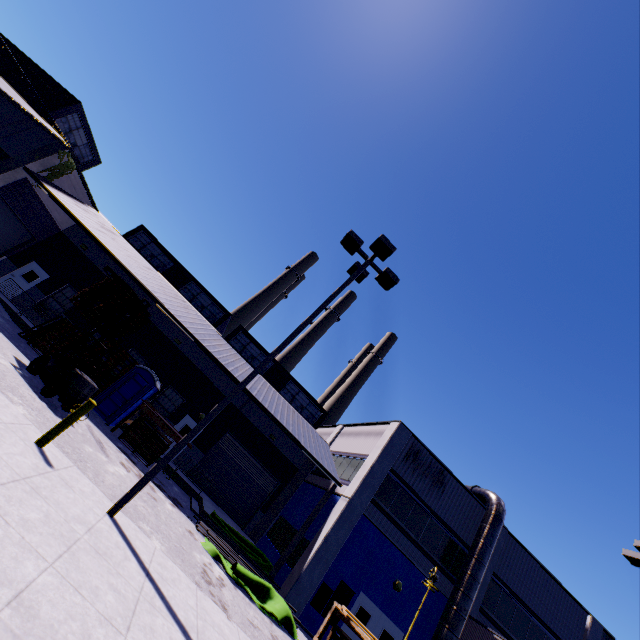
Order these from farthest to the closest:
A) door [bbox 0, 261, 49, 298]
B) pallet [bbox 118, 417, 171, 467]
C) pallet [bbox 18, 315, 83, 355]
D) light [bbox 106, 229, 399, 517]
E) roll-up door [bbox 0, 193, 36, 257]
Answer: door [bbox 0, 261, 49, 298], roll-up door [bbox 0, 193, 36, 257], pallet [bbox 18, 315, 83, 355], pallet [bbox 118, 417, 171, 467], light [bbox 106, 229, 399, 517]

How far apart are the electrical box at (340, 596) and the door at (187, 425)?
11.3 meters

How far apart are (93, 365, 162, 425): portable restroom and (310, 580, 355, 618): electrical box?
12.02m

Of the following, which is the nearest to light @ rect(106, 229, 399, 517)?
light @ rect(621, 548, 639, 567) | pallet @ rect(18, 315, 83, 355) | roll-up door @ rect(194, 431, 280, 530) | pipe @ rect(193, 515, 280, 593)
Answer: pipe @ rect(193, 515, 280, 593)

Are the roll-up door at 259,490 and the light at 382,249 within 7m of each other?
no

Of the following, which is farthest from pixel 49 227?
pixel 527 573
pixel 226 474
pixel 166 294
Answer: pixel 527 573

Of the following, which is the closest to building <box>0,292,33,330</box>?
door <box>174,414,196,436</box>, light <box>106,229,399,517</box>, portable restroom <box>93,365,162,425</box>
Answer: door <box>174,414,196,436</box>

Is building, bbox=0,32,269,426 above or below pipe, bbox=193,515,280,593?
above
